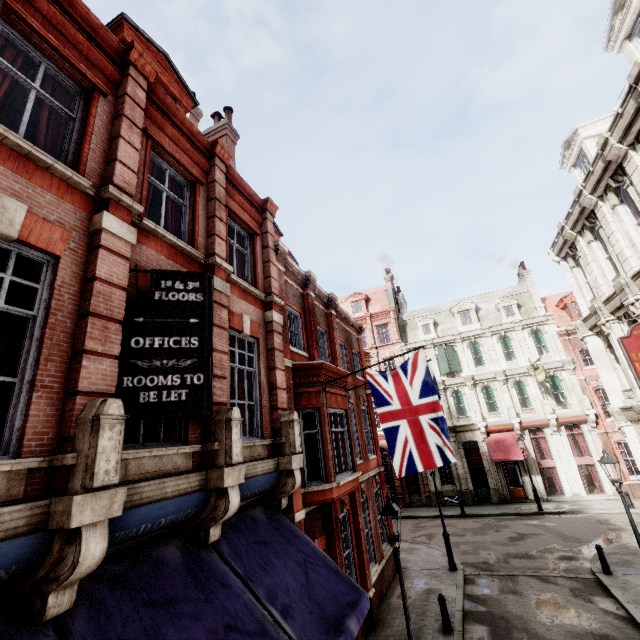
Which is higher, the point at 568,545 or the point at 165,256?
the point at 165,256

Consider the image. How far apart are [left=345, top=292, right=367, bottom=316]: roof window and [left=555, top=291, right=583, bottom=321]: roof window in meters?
17.6

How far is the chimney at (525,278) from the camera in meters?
29.1 m

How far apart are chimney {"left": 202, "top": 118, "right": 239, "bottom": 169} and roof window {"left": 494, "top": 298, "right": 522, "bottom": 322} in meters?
26.8

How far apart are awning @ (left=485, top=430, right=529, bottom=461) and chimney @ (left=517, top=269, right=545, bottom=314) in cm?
1054

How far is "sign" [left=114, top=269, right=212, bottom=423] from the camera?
4.8 meters

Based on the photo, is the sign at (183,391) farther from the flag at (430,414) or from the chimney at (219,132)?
the chimney at (219,132)

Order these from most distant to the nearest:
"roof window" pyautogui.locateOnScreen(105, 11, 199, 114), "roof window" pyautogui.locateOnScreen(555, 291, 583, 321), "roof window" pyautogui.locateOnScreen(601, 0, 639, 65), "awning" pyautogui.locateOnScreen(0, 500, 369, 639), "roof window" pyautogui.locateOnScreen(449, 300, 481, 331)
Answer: "roof window" pyautogui.locateOnScreen(449, 300, 481, 331) → "roof window" pyautogui.locateOnScreen(555, 291, 583, 321) → "roof window" pyautogui.locateOnScreen(601, 0, 639, 65) → "roof window" pyautogui.locateOnScreen(105, 11, 199, 114) → "awning" pyautogui.locateOnScreen(0, 500, 369, 639)
